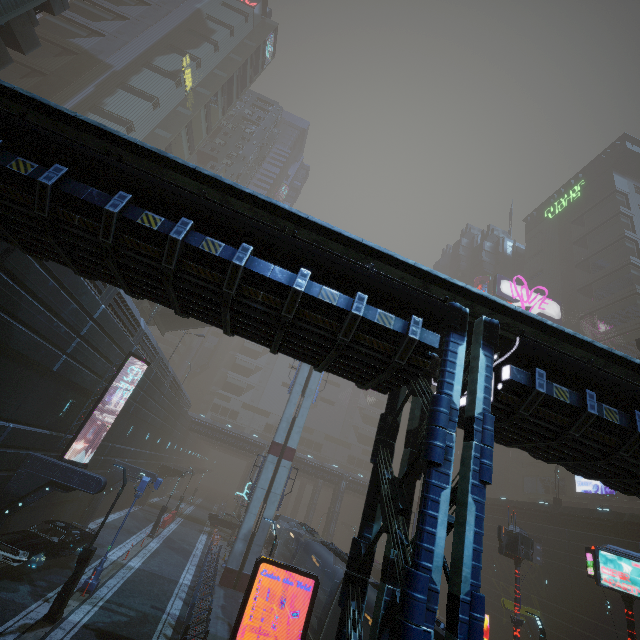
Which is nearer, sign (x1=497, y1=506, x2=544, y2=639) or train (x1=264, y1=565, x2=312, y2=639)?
train (x1=264, y1=565, x2=312, y2=639)

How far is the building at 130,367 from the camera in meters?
20.5

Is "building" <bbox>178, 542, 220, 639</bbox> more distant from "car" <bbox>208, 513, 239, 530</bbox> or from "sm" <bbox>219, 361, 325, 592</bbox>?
"car" <bbox>208, 513, 239, 530</bbox>

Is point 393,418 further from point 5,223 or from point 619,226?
point 619,226

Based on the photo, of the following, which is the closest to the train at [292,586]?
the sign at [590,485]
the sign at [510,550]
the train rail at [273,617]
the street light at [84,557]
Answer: the train rail at [273,617]

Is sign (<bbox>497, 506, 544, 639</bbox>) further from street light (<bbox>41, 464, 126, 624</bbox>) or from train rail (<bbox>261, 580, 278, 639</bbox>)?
street light (<bbox>41, 464, 126, 624</bbox>)

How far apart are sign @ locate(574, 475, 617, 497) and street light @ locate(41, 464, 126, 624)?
53.9 meters

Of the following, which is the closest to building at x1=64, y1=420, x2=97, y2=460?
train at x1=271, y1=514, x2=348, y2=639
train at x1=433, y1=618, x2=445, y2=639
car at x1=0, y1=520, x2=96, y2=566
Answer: car at x1=0, y1=520, x2=96, y2=566
